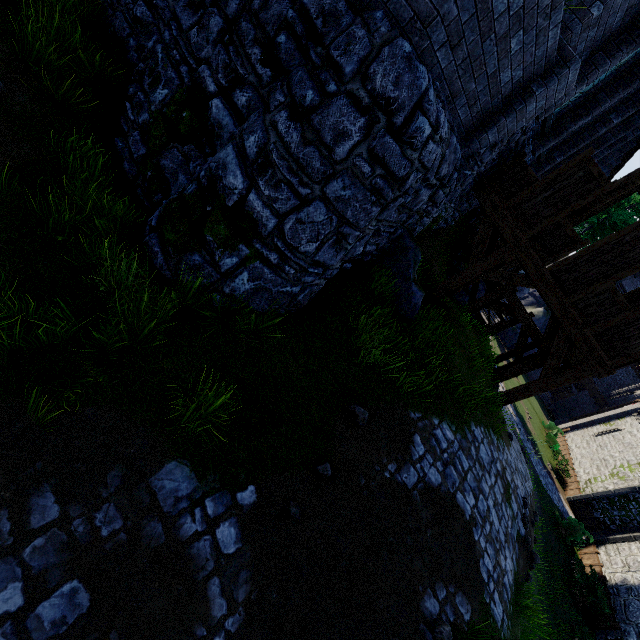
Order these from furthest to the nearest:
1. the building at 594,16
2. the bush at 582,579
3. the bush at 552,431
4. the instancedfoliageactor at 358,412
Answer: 1. the bush at 552,431
2. the bush at 582,579
3. the building at 594,16
4. the instancedfoliageactor at 358,412

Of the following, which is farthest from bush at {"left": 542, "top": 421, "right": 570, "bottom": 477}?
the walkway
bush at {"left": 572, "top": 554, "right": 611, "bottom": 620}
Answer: the walkway

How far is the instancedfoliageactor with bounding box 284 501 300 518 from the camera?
3.9m

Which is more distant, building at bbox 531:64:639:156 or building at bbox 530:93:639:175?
building at bbox 530:93:639:175

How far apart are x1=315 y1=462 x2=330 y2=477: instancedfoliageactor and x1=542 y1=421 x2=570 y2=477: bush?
34.06m

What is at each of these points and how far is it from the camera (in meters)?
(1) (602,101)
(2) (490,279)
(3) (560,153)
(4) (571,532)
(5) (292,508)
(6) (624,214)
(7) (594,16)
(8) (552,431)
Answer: (1) building, 9.95
(2) walkway, 9.52
(3) building, 12.93
(4) bush, 19.56
(5) instancedfoliageactor, 3.97
(6) tree, 23.50
(7) building, 6.48
(8) bush, 32.44

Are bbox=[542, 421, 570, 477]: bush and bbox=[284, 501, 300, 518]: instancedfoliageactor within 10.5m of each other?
no

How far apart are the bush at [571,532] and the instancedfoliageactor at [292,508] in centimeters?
2369cm
